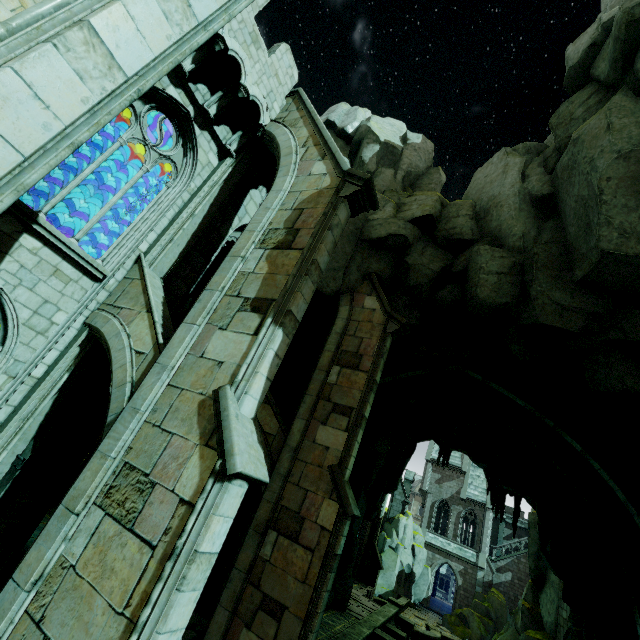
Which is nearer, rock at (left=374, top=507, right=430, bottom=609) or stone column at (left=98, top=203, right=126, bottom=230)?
stone column at (left=98, top=203, right=126, bottom=230)

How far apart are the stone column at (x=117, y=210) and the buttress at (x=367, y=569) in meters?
28.8 m

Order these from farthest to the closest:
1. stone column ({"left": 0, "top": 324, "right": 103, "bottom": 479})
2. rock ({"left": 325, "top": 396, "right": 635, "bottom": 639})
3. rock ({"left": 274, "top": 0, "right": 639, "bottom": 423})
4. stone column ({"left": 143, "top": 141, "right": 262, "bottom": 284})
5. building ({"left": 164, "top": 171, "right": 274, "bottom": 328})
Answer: rock ({"left": 325, "top": 396, "right": 635, "bottom": 639}), building ({"left": 164, "top": 171, "right": 274, "bottom": 328}), stone column ({"left": 143, "top": 141, "right": 262, "bottom": 284}), rock ({"left": 274, "top": 0, "right": 639, "bottom": 423}), stone column ({"left": 0, "top": 324, "right": 103, "bottom": 479})

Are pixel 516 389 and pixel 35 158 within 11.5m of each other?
no

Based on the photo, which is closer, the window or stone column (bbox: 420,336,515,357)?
the window

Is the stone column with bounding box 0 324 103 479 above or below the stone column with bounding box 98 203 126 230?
below

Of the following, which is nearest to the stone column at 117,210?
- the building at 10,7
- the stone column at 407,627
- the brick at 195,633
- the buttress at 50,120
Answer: the building at 10,7

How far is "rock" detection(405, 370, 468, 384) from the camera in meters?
15.3
